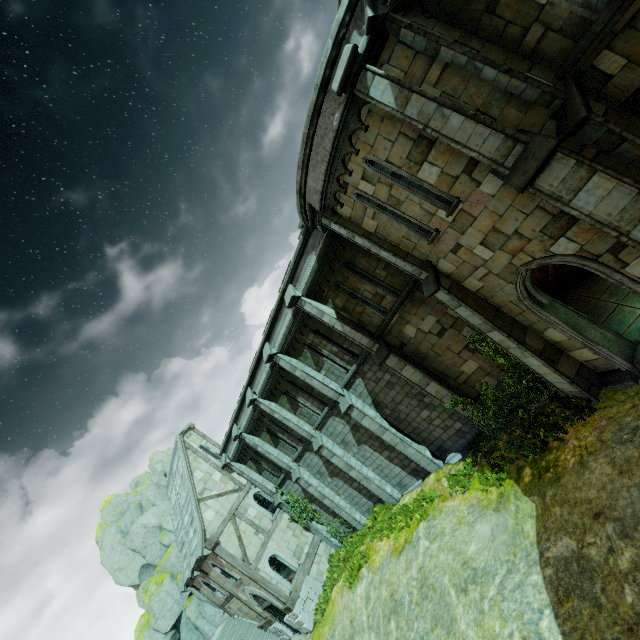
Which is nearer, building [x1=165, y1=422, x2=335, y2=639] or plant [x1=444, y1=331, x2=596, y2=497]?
plant [x1=444, y1=331, x2=596, y2=497]

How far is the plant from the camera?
9.47m

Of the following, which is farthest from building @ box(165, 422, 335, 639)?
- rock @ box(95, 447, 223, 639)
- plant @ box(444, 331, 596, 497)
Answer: plant @ box(444, 331, 596, 497)

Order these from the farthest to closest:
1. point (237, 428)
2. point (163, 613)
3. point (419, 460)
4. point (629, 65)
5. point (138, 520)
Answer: point (138, 520)
point (163, 613)
point (237, 428)
point (419, 460)
point (629, 65)

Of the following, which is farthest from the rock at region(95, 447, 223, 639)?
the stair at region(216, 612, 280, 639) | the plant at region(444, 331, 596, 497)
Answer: the plant at region(444, 331, 596, 497)

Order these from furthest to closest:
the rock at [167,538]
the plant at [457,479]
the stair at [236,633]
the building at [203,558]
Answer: the rock at [167,538] → the stair at [236,633] → the building at [203,558] → the plant at [457,479]

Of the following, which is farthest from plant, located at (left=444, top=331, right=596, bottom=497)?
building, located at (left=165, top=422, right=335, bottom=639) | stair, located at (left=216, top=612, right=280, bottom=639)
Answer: stair, located at (left=216, top=612, right=280, bottom=639)

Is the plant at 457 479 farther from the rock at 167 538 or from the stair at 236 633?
the rock at 167 538
